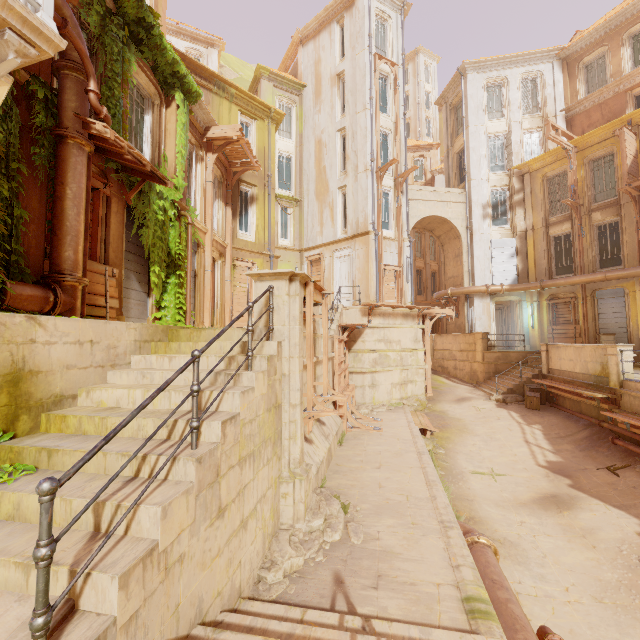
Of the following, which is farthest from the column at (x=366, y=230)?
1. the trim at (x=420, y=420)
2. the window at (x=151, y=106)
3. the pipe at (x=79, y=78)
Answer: the pipe at (x=79, y=78)

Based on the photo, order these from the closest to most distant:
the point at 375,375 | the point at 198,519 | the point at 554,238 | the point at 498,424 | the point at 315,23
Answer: the point at 198,519 < the point at 498,424 < the point at 375,375 < the point at 554,238 < the point at 315,23

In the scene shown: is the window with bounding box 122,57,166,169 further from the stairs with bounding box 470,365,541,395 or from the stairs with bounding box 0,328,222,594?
the stairs with bounding box 470,365,541,395

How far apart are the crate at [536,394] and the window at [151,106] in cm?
1736

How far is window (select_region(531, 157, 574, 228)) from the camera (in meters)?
19.73

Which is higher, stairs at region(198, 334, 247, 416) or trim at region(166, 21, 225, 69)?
trim at region(166, 21, 225, 69)

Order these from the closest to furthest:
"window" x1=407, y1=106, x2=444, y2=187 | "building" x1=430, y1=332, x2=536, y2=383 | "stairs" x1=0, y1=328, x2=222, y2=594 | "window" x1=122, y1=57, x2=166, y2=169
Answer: "stairs" x1=0, y1=328, x2=222, y2=594 < "window" x1=122, y1=57, x2=166, y2=169 < "building" x1=430, y1=332, x2=536, y2=383 < "window" x1=407, y1=106, x2=444, y2=187

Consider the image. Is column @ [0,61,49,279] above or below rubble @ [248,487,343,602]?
above
